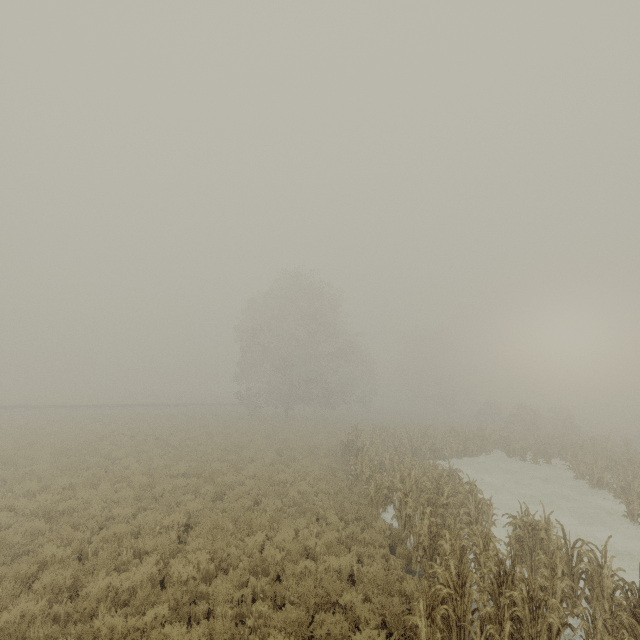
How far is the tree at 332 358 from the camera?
33.8m

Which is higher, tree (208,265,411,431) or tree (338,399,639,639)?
tree (208,265,411,431)

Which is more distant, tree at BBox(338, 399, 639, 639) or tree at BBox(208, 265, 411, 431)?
tree at BBox(208, 265, 411, 431)

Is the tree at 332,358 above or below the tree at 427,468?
above

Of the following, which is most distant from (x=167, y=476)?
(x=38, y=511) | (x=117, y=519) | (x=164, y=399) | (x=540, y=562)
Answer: (x=164, y=399)

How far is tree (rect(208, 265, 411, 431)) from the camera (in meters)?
33.84
